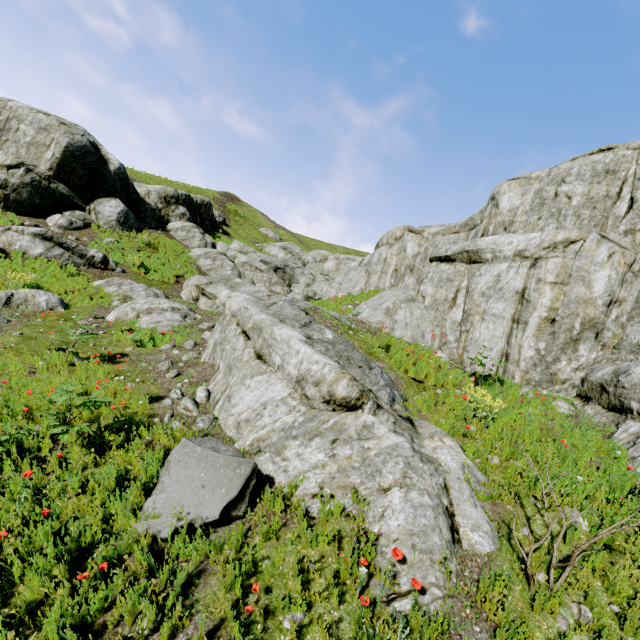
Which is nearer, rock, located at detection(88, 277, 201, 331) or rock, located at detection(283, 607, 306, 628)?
rock, located at detection(283, 607, 306, 628)

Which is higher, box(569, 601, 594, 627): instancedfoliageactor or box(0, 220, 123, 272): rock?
box(0, 220, 123, 272): rock

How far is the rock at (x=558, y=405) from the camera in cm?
740

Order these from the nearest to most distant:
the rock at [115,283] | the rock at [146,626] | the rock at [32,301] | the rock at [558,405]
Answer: the rock at [146,626] < the rock at [558,405] < the rock at [32,301] < the rock at [115,283]

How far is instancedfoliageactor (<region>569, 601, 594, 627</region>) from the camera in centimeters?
324cm

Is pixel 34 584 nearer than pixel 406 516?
Yes

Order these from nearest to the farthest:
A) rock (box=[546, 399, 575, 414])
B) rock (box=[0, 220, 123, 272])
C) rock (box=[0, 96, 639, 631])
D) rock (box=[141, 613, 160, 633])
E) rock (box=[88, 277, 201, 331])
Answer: rock (box=[141, 613, 160, 633])
rock (box=[0, 96, 639, 631])
rock (box=[546, 399, 575, 414])
rock (box=[88, 277, 201, 331])
rock (box=[0, 220, 123, 272])

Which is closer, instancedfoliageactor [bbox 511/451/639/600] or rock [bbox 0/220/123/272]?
instancedfoliageactor [bbox 511/451/639/600]
